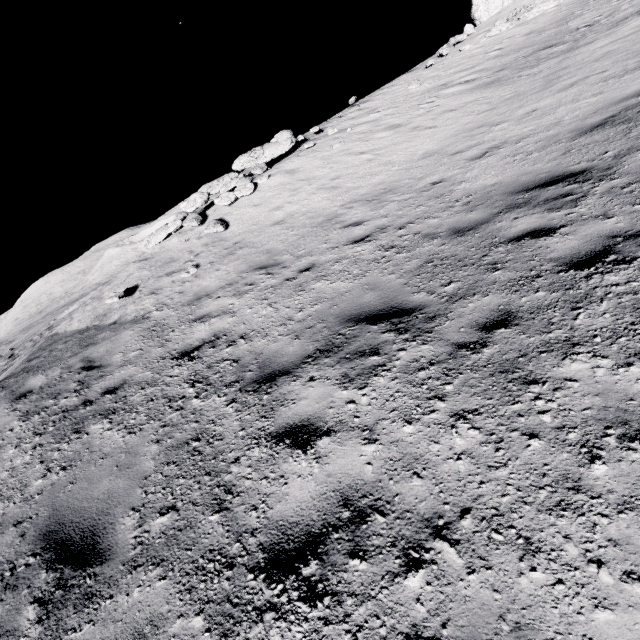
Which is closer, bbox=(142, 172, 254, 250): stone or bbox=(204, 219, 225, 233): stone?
bbox=(204, 219, 225, 233): stone

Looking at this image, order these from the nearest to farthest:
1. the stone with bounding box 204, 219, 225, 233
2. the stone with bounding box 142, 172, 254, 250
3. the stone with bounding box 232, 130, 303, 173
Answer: the stone with bounding box 204, 219, 225, 233
the stone with bounding box 142, 172, 254, 250
the stone with bounding box 232, 130, 303, 173

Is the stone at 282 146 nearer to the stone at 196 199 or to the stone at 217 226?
the stone at 196 199

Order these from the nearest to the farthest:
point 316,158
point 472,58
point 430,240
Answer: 1. point 430,240
2. point 316,158
3. point 472,58

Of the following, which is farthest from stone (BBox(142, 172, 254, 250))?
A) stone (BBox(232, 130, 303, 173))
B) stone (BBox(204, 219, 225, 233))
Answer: stone (BBox(204, 219, 225, 233))

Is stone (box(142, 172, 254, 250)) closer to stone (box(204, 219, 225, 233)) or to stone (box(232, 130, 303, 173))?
stone (box(232, 130, 303, 173))

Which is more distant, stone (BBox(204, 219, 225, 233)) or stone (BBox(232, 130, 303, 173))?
stone (BBox(232, 130, 303, 173))

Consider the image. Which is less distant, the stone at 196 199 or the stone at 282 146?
the stone at 196 199
